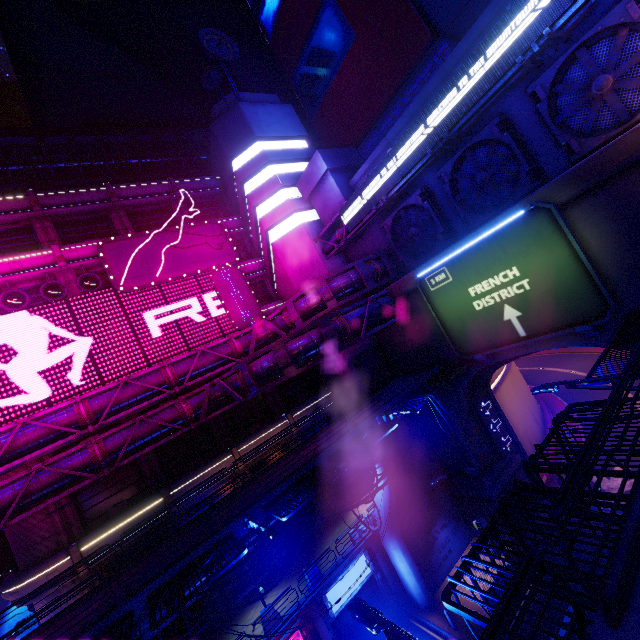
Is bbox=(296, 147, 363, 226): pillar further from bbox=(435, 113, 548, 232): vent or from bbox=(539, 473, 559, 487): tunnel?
bbox=(539, 473, 559, 487): tunnel

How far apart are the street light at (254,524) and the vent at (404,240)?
17.5m

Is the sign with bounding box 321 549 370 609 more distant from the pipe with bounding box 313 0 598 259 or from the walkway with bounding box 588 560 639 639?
the walkway with bounding box 588 560 639 639

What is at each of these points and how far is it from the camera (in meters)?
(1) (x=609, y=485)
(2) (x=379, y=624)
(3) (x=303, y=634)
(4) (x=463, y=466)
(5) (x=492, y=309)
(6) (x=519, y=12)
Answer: (1) tunnel, 21.83
(2) street light, 4.69
(3) sign, 17.52
(4) wall arch, 22.34
(5) sign, 16.31
(6) sign, 12.75

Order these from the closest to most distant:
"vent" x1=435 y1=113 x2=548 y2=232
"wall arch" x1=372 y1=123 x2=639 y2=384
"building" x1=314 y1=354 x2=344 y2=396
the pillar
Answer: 1. "wall arch" x1=372 y1=123 x2=639 y2=384
2. "vent" x1=435 y1=113 x2=548 y2=232
3. the pillar
4. "building" x1=314 y1=354 x2=344 y2=396

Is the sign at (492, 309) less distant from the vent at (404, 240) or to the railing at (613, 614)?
the vent at (404, 240)

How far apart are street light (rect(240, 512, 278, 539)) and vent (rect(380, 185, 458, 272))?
17.54m

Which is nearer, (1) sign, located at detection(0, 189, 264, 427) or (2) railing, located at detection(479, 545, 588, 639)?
(2) railing, located at detection(479, 545, 588, 639)
